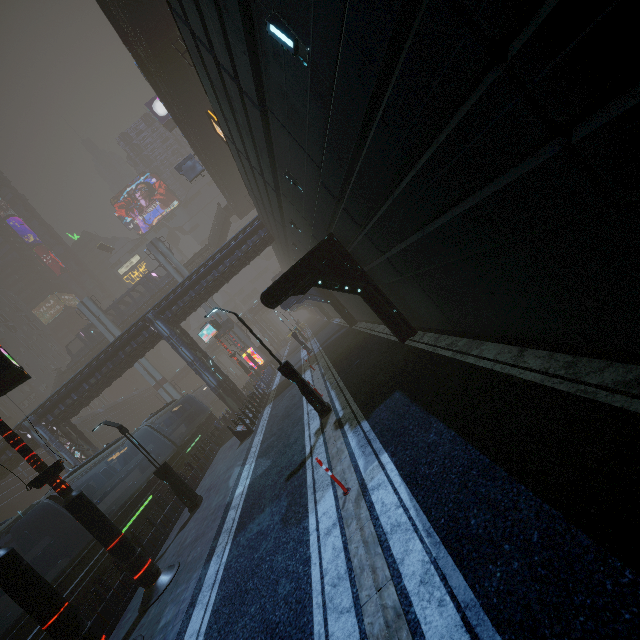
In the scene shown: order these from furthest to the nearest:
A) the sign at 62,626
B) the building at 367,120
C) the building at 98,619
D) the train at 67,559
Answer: the train at 67,559 → the building at 98,619 → the sign at 62,626 → the building at 367,120

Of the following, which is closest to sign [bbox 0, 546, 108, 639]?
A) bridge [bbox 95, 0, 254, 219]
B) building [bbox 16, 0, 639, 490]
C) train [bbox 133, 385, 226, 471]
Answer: building [bbox 16, 0, 639, 490]

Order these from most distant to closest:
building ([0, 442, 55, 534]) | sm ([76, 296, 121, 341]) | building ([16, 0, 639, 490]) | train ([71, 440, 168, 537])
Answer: sm ([76, 296, 121, 341])
building ([0, 442, 55, 534])
train ([71, 440, 168, 537])
building ([16, 0, 639, 490])

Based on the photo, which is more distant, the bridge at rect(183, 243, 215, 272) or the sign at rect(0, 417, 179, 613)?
the bridge at rect(183, 243, 215, 272)

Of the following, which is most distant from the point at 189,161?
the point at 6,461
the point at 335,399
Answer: the point at 335,399

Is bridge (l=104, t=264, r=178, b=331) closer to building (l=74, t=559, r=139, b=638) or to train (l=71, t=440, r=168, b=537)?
building (l=74, t=559, r=139, b=638)

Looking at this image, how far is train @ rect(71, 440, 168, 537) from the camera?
14.91m

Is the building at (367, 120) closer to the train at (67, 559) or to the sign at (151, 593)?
the train at (67, 559)
